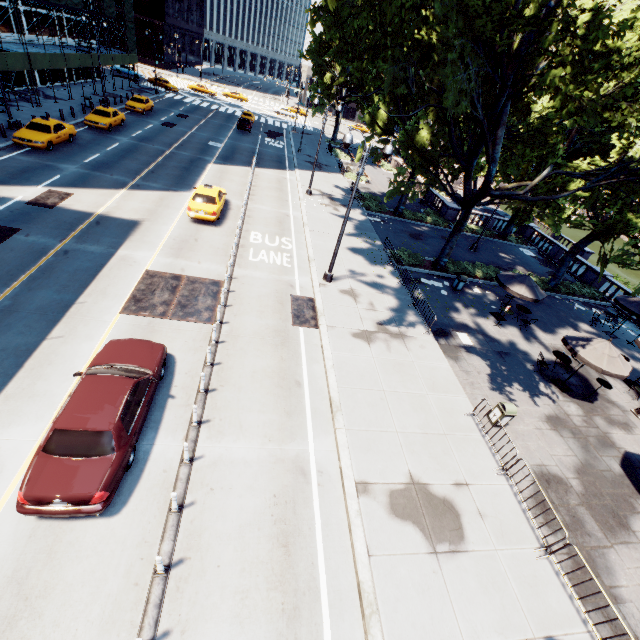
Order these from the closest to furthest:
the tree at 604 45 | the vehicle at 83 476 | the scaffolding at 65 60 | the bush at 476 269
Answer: the vehicle at 83 476 < the tree at 604 45 < the bush at 476 269 < the scaffolding at 65 60

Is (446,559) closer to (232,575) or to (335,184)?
(232,575)

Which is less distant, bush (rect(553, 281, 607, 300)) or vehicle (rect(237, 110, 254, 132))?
bush (rect(553, 281, 607, 300))

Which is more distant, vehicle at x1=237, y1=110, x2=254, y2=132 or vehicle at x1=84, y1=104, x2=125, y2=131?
vehicle at x1=237, y1=110, x2=254, y2=132

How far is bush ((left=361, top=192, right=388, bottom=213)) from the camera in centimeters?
3000cm

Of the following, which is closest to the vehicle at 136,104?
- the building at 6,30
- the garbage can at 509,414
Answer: the building at 6,30

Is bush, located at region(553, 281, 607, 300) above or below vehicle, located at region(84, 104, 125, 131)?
below

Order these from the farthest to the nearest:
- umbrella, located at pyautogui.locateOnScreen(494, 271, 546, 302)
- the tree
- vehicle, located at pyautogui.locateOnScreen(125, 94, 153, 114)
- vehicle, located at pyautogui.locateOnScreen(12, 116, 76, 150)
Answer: vehicle, located at pyautogui.locateOnScreen(125, 94, 153, 114), vehicle, located at pyautogui.locateOnScreen(12, 116, 76, 150), umbrella, located at pyautogui.locateOnScreen(494, 271, 546, 302), the tree
